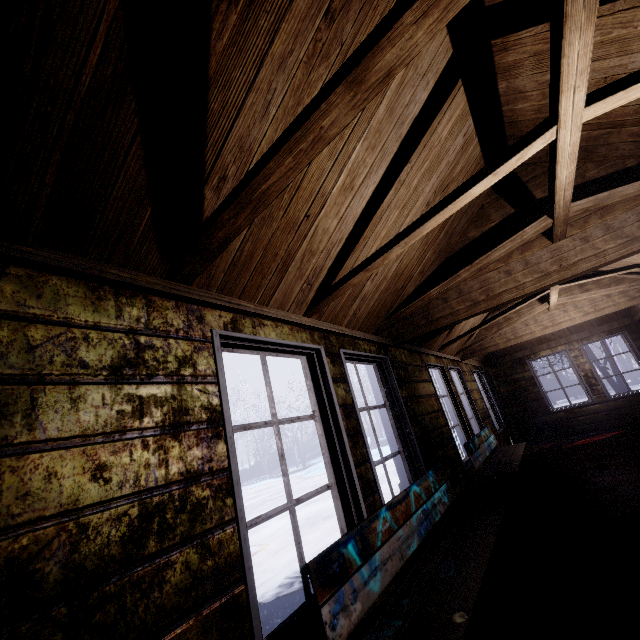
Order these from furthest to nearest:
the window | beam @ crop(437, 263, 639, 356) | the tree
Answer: the tree → beam @ crop(437, 263, 639, 356) → the window

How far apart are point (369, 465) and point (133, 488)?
1.5m

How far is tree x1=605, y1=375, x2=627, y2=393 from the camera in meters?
9.2 m

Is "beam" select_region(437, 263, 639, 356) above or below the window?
above

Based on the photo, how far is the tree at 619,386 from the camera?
9.2m

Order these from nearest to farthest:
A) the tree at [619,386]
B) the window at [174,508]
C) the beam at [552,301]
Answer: the window at [174,508] → the beam at [552,301] → the tree at [619,386]

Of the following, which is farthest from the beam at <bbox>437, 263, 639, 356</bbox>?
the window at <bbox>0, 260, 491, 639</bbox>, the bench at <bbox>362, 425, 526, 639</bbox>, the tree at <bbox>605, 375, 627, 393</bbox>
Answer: the tree at <bbox>605, 375, 627, 393</bbox>

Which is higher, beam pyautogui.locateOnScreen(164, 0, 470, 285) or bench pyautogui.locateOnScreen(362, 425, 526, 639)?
beam pyautogui.locateOnScreen(164, 0, 470, 285)
